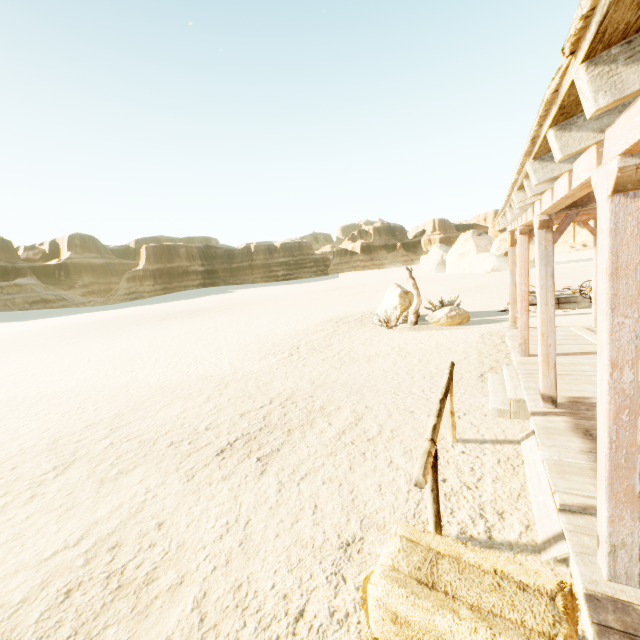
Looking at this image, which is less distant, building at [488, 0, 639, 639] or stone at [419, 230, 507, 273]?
building at [488, 0, 639, 639]

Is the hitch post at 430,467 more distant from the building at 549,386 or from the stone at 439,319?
the stone at 439,319

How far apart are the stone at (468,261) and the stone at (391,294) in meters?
31.8 m

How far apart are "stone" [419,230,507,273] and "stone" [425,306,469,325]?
33.5 meters

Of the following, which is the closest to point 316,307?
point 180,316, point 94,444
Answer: point 180,316

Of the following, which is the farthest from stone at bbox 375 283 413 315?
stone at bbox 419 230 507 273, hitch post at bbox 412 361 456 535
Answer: stone at bbox 419 230 507 273

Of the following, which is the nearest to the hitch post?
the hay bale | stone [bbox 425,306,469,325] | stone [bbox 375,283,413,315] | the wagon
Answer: the hay bale

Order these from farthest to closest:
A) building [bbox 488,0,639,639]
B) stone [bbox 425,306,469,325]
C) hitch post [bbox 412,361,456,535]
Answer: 1. stone [bbox 425,306,469,325]
2. hitch post [bbox 412,361,456,535]
3. building [bbox 488,0,639,639]
